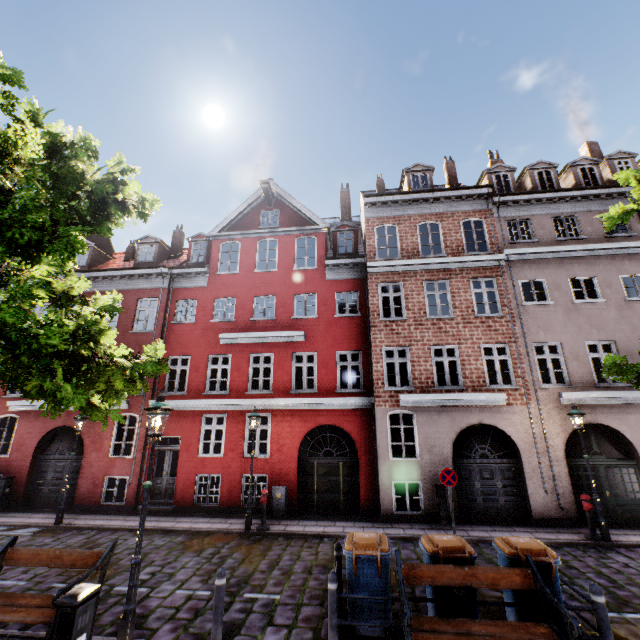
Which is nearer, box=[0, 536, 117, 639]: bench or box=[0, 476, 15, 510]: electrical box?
box=[0, 536, 117, 639]: bench

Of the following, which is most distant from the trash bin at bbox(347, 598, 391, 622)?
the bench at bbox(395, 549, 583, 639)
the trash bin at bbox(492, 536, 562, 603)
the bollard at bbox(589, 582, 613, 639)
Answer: the bollard at bbox(589, 582, 613, 639)

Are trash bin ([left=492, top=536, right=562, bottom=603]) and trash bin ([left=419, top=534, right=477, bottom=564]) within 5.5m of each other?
yes

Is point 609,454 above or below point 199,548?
above

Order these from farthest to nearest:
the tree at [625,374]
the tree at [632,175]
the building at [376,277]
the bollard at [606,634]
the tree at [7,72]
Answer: the building at [376,277] → the tree at [632,175] → the tree at [625,374] → the tree at [7,72] → the bollard at [606,634]

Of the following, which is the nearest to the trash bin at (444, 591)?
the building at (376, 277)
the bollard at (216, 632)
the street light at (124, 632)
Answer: the bollard at (216, 632)

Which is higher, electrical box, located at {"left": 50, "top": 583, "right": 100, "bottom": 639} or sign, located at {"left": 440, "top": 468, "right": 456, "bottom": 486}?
sign, located at {"left": 440, "top": 468, "right": 456, "bottom": 486}

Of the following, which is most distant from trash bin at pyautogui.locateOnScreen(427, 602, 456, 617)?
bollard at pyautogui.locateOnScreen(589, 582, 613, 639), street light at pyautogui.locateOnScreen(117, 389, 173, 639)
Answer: street light at pyautogui.locateOnScreen(117, 389, 173, 639)
